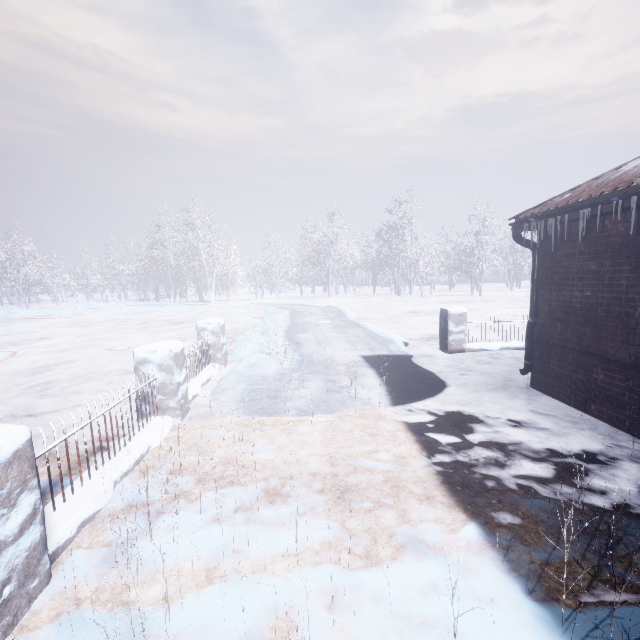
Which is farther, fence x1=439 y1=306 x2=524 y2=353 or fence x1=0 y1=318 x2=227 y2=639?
fence x1=439 y1=306 x2=524 y2=353

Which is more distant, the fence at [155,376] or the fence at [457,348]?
the fence at [457,348]

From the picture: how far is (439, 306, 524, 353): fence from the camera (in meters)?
6.56

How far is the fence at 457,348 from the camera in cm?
656

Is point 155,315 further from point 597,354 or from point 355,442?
point 597,354
